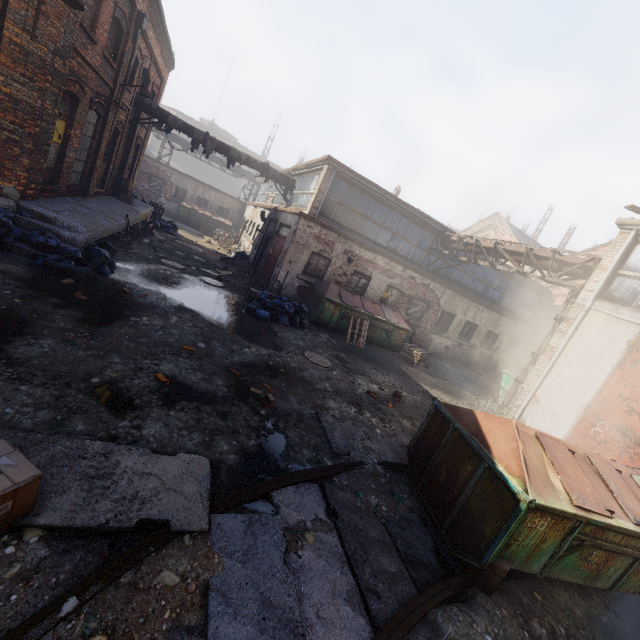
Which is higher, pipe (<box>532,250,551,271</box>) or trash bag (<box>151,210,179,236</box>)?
pipe (<box>532,250,551,271</box>)

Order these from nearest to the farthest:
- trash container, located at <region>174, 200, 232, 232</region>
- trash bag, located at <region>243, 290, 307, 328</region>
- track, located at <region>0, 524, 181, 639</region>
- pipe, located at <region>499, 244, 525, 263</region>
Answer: track, located at <region>0, 524, 181, 639</region>, trash bag, located at <region>243, 290, 307, 328</region>, pipe, located at <region>499, 244, 525, 263</region>, trash container, located at <region>174, 200, 232, 232</region>

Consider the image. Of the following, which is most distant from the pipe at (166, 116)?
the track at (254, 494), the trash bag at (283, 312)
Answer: the track at (254, 494)

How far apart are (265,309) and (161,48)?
13.70m

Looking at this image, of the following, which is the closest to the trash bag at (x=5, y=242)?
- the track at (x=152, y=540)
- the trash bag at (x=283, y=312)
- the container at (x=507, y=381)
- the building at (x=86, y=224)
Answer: the building at (x=86, y=224)

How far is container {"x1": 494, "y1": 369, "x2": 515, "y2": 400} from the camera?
13.9m

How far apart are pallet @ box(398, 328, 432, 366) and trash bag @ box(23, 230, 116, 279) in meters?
10.9

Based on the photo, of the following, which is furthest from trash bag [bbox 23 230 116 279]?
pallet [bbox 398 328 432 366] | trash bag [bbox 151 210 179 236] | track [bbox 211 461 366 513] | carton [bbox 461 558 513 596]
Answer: pallet [bbox 398 328 432 366]
